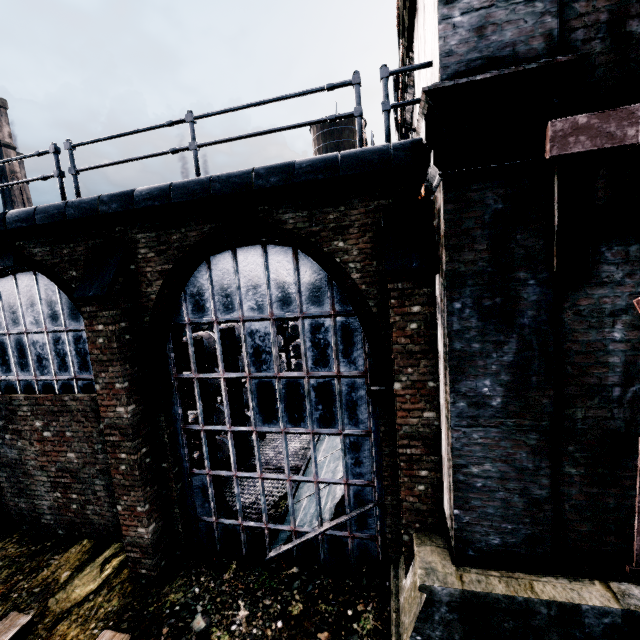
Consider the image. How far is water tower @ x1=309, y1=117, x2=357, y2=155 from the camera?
37.81m

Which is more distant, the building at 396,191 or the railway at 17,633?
the railway at 17,633

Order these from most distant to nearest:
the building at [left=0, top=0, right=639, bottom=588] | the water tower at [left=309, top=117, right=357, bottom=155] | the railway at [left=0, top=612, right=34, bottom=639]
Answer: the water tower at [left=309, top=117, right=357, bottom=155] < the railway at [left=0, top=612, right=34, bottom=639] < the building at [left=0, top=0, right=639, bottom=588]

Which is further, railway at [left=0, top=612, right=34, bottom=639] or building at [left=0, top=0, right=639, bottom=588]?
railway at [left=0, top=612, right=34, bottom=639]

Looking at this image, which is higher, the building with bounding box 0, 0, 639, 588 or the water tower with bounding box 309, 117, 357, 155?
the water tower with bounding box 309, 117, 357, 155

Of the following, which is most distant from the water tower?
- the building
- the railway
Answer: the railway

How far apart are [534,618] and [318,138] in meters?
43.7

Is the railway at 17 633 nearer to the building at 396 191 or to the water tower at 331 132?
the building at 396 191
